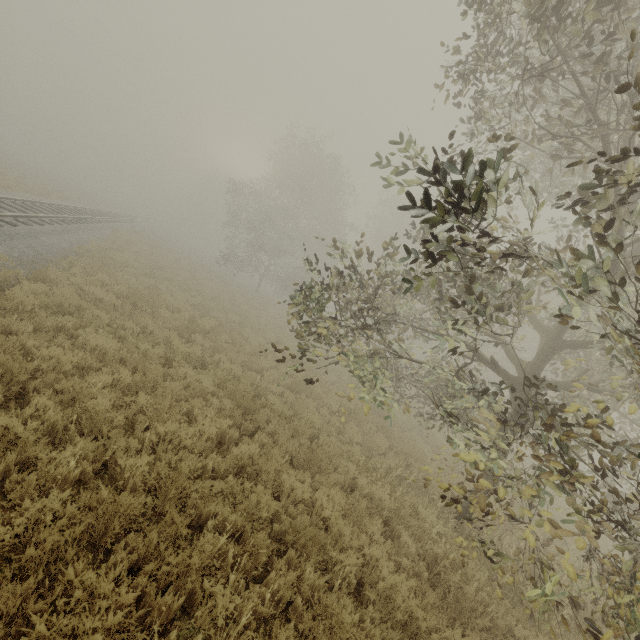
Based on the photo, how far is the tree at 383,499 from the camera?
7.0 meters

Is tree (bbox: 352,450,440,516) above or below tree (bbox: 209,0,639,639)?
below

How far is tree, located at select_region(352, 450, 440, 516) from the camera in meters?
7.0

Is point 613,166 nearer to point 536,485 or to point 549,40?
point 549,40

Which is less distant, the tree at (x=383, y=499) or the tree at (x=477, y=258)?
the tree at (x=477, y=258)

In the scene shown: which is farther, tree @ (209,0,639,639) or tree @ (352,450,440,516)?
tree @ (352,450,440,516)
